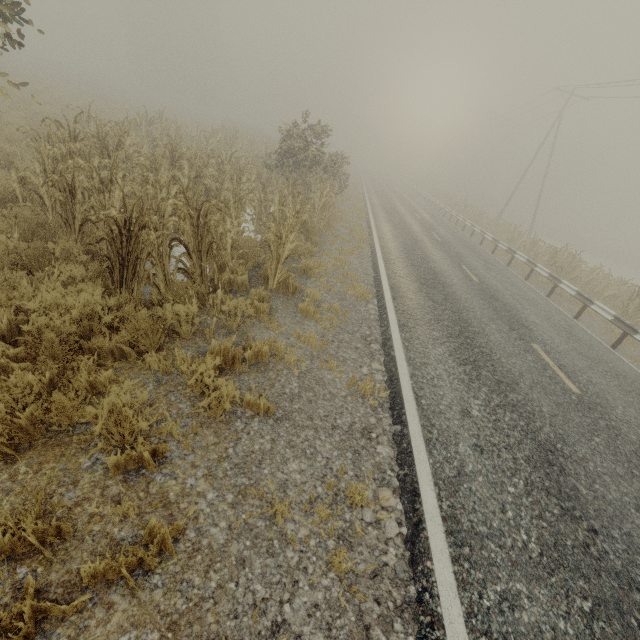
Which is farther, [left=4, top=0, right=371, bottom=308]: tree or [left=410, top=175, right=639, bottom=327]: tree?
[left=410, top=175, right=639, bottom=327]: tree

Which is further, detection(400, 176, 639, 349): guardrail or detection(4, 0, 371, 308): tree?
detection(400, 176, 639, 349): guardrail

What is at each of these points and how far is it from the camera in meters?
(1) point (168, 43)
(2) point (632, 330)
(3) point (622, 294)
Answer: (1) tree, 45.2
(2) guardrail, 9.5
(3) tree, 14.8

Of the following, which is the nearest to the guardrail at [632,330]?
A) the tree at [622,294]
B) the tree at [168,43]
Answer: the tree at [622,294]

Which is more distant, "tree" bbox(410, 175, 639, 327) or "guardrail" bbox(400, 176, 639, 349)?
"tree" bbox(410, 175, 639, 327)

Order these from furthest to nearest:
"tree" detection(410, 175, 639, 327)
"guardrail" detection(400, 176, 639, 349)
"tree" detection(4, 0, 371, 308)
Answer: "tree" detection(410, 175, 639, 327)
"guardrail" detection(400, 176, 639, 349)
"tree" detection(4, 0, 371, 308)

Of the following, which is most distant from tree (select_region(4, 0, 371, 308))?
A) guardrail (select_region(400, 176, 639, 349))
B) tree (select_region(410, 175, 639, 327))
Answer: guardrail (select_region(400, 176, 639, 349))
